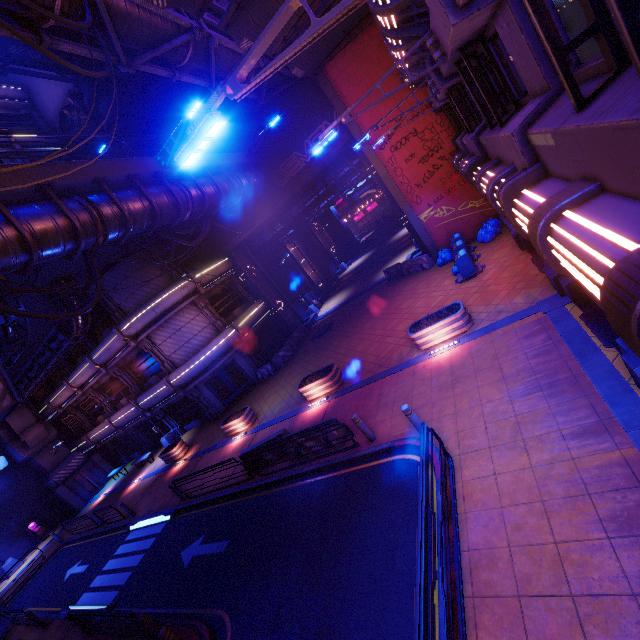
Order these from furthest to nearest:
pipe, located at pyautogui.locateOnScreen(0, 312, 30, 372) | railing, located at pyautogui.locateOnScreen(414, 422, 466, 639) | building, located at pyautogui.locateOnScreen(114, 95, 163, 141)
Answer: building, located at pyautogui.locateOnScreen(114, 95, 163, 141) < pipe, located at pyautogui.locateOnScreen(0, 312, 30, 372) < railing, located at pyautogui.locateOnScreen(414, 422, 466, 639)

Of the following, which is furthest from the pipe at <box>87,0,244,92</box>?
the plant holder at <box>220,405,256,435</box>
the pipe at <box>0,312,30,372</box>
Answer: the plant holder at <box>220,405,256,435</box>

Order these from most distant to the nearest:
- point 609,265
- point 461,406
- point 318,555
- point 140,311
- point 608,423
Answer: point 140,311 < point 461,406 < point 318,555 < point 608,423 < point 609,265

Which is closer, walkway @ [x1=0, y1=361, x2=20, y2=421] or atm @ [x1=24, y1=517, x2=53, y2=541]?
walkway @ [x1=0, y1=361, x2=20, y2=421]

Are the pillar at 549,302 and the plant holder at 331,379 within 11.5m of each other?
yes

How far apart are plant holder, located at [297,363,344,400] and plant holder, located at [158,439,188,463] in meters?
11.4

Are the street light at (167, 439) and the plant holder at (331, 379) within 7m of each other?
no

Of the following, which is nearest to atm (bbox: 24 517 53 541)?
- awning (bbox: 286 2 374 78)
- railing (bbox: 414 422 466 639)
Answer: railing (bbox: 414 422 466 639)
